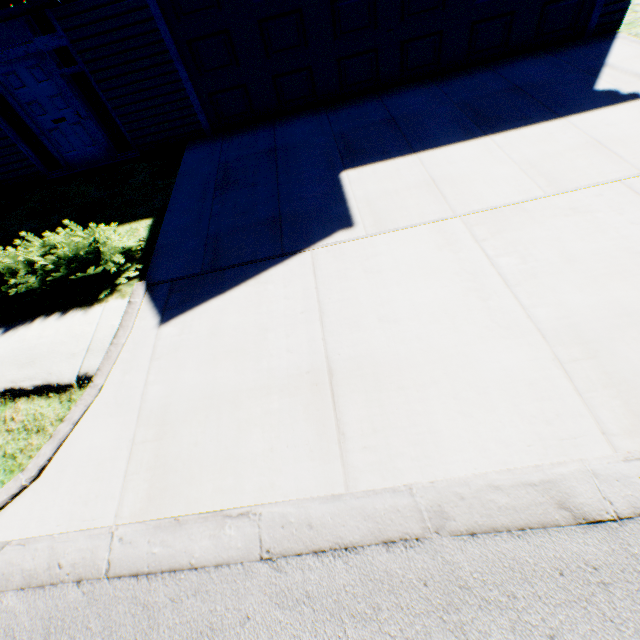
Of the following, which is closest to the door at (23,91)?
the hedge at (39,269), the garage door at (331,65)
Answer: the garage door at (331,65)

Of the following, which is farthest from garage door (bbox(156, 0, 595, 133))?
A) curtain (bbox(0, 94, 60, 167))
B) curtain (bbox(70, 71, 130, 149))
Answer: curtain (bbox(0, 94, 60, 167))

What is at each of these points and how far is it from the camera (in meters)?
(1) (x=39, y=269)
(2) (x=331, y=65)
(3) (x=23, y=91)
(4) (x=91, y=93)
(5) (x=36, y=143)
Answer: (1) hedge, 4.54
(2) garage door, 7.03
(3) door, 6.76
(4) curtain, 7.13
(5) curtain, 7.71

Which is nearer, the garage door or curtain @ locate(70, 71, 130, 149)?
the garage door

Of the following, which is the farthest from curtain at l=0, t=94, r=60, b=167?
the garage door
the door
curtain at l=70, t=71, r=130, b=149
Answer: the garage door

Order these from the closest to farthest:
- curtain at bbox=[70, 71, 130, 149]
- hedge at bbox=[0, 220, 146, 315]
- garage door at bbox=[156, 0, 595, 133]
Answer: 1. hedge at bbox=[0, 220, 146, 315]
2. garage door at bbox=[156, 0, 595, 133]
3. curtain at bbox=[70, 71, 130, 149]

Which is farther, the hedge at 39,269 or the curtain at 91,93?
the curtain at 91,93

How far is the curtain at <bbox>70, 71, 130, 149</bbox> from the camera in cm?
691
